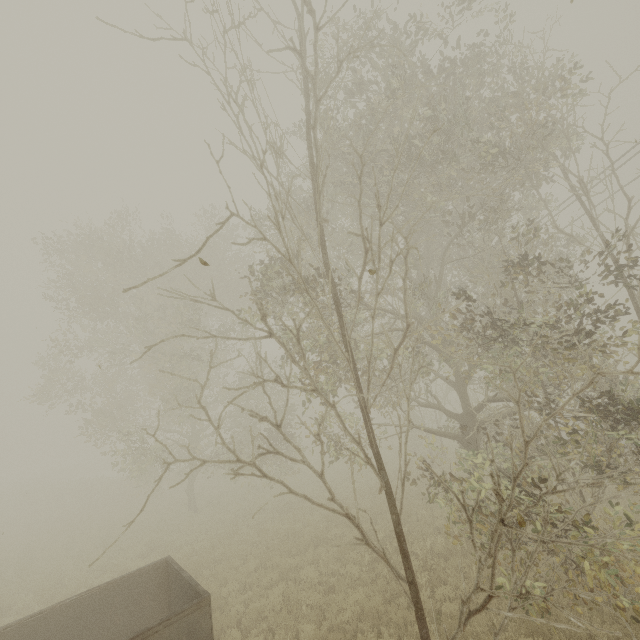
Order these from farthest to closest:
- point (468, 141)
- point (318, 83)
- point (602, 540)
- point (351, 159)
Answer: point (351, 159) → point (468, 141) → point (318, 83) → point (602, 540)
